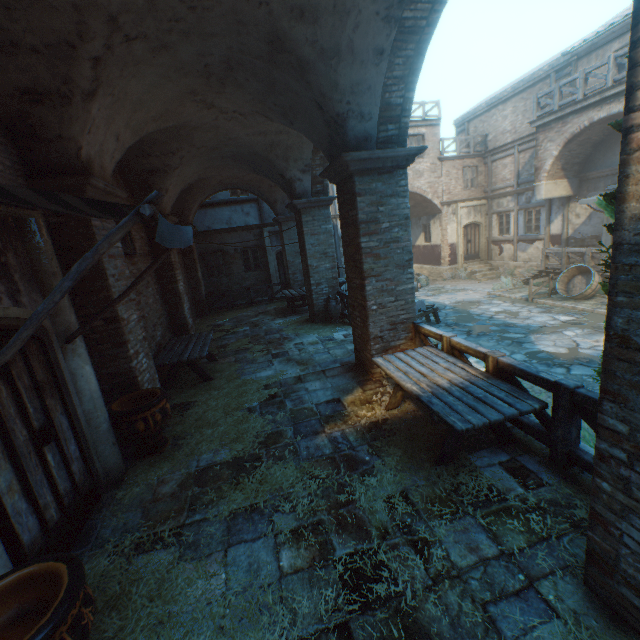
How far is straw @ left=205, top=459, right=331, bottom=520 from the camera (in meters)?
3.60

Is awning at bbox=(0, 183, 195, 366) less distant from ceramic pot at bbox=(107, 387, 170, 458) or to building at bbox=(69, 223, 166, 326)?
ceramic pot at bbox=(107, 387, 170, 458)

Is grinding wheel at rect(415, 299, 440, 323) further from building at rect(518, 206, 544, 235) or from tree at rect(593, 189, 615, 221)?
tree at rect(593, 189, 615, 221)

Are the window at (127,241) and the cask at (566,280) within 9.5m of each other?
no

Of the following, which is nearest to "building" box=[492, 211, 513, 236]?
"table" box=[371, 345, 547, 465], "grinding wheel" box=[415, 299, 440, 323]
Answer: "table" box=[371, 345, 547, 465]

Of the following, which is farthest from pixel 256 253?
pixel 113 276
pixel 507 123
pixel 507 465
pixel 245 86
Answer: pixel 507 465

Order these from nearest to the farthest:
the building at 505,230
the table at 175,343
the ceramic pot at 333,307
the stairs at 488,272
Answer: the table at 175,343, the ceramic pot at 333,307, the building at 505,230, the stairs at 488,272

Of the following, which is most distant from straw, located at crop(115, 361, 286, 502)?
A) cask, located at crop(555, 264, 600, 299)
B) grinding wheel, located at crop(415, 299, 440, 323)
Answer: cask, located at crop(555, 264, 600, 299)
